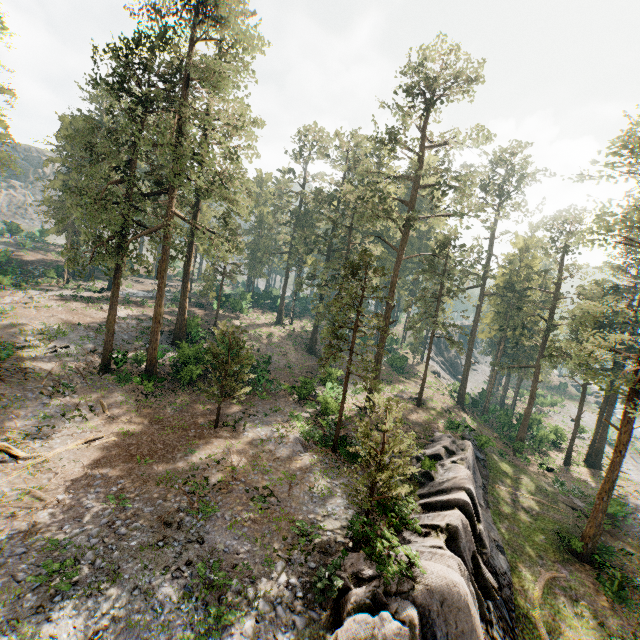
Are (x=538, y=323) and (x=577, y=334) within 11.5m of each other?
yes

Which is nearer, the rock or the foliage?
the rock

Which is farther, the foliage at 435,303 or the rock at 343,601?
the foliage at 435,303

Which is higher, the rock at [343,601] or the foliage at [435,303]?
the foliage at [435,303]

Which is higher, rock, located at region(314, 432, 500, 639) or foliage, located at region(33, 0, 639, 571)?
foliage, located at region(33, 0, 639, 571)
